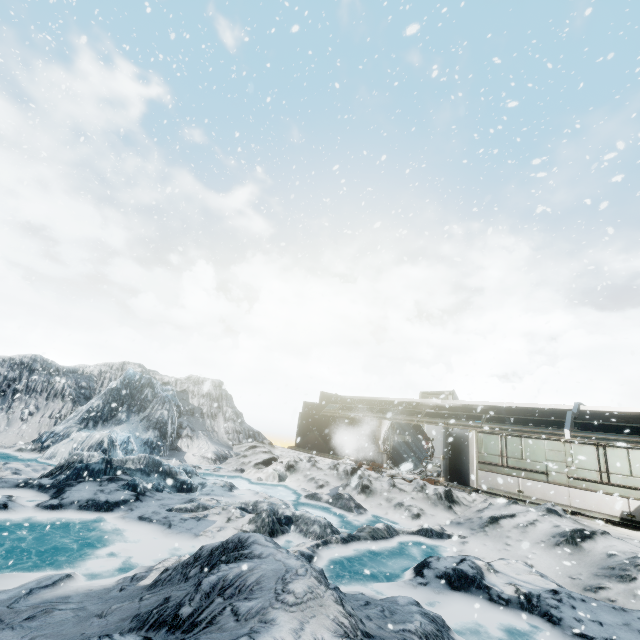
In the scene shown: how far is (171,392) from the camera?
24.83m
